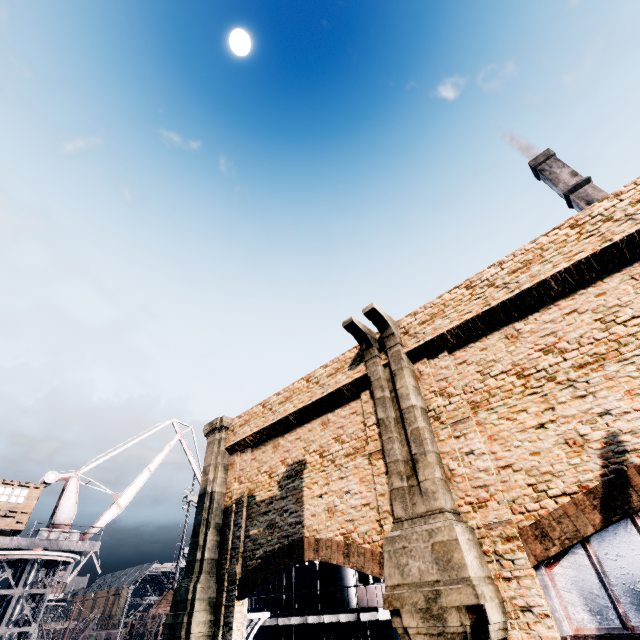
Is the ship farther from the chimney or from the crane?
the chimney

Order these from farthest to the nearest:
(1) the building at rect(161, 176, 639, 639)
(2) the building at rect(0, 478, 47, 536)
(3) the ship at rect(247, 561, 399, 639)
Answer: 1. (2) the building at rect(0, 478, 47, 536)
2. (3) the ship at rect(247, 561, 399, 639)
3. (1) the building at rect(161, 176, 639, 639)

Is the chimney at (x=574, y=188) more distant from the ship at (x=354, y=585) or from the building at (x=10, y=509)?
the building at (x=10, y=509)

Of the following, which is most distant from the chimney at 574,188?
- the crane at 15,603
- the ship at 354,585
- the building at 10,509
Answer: the building at 10,509

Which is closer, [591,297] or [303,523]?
[591,297]

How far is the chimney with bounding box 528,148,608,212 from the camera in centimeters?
4366cm

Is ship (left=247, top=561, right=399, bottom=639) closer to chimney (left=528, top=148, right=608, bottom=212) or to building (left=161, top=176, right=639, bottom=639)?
building (left=161, top=176, right=639, bottom=639)

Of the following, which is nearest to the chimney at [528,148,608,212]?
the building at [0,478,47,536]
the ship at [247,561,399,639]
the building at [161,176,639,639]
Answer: the building at [161,176,639,639]
